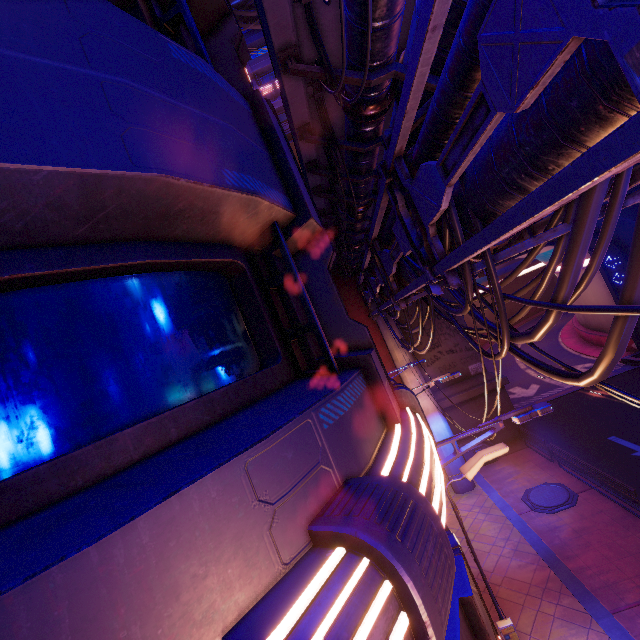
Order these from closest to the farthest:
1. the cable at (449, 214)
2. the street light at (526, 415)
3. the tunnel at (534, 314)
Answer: the cable at (449, 214)
the street light at (526, 415)
the tunnel at (534, 314)

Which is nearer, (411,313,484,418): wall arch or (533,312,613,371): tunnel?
(411,313,484,418): wall arch

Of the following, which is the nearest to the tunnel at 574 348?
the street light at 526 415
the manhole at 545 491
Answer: the manhole at 545 491

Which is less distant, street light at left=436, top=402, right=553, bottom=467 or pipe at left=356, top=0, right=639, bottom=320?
pipe at left=356, top=0, right=639, bottom=320

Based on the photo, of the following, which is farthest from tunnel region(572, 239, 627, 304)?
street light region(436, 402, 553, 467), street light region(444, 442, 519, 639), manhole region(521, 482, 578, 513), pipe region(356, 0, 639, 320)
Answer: street light region(436, 402, 553, 467)

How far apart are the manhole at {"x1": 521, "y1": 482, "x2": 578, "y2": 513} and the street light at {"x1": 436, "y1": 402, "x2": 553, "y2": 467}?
11.0 meters

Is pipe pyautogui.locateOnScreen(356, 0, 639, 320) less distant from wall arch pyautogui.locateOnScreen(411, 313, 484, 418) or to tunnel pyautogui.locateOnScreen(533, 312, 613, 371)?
wall arch pyautogui.locateOnScreen(411, 313, 484, 418)

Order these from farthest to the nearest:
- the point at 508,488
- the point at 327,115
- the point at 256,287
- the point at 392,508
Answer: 1. the point at 508,488
2. the point at 327,115
3. the point at 256,287
4. the point at 392,508
